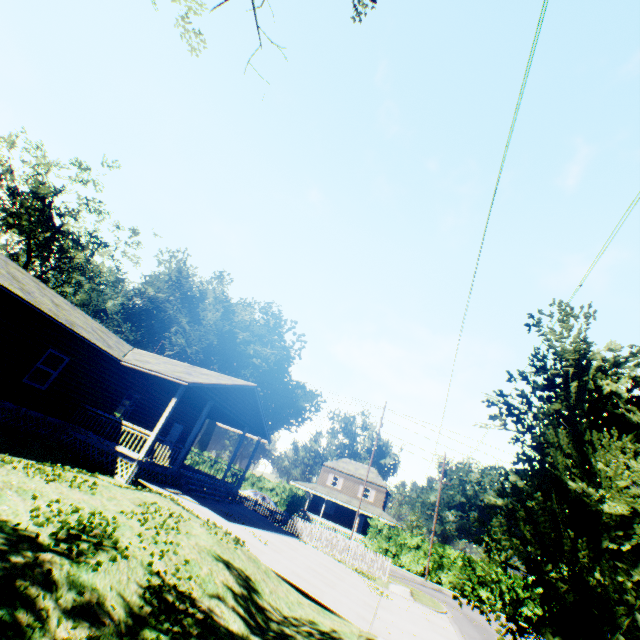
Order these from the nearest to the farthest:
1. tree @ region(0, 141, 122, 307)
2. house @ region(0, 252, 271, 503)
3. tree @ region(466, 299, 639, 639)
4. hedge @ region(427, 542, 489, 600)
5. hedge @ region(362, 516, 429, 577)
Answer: tree @ region(466, 299, 639, 639)
house @ region(0, 252, 271, 503)
hedge @ region(427, 542, 489, 600)
hedge @ region(362, 516, 429, 577)
tree @ region(0, 141, 122, 307)

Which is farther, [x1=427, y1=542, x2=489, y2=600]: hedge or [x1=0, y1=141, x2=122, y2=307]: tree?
[x1=0, y1=141, x2=122, y2=307]: tree

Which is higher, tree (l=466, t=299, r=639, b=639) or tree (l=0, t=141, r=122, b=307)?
tree (l=0, t=141, r=122, b=307)

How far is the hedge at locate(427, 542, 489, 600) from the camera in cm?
3053

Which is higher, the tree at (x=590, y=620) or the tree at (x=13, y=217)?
the tree at (x=13, y=217)

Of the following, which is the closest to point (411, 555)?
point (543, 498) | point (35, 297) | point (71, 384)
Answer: point (71, 384)

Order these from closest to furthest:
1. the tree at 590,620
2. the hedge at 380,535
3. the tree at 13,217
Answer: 1. the tree at 590,620
2. the hedge at 380,535
3. the tree at 13,217

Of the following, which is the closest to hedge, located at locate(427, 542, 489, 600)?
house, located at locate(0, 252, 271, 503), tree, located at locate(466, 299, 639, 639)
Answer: house, located at locate(0, 252, 271, 503)
